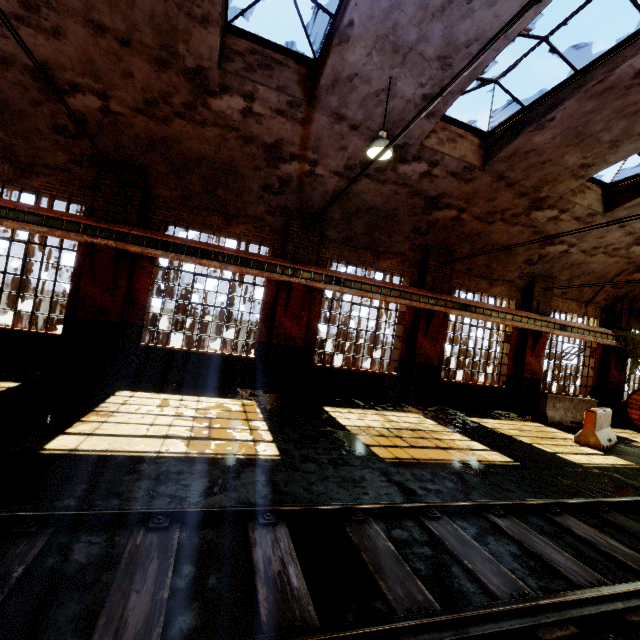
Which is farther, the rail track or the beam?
the beam

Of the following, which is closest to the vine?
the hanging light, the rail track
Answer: the rail track

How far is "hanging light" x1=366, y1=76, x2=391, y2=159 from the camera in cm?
635

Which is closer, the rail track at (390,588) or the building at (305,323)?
the rail track at (390,588)

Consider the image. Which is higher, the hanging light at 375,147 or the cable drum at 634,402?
the hanging light at 375,147

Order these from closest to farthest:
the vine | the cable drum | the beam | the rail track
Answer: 1. the rail track
2. the beam
3. the cable drum
4. the vine

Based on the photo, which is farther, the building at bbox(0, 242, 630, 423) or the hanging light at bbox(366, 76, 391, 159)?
the building at bbox(0, 242, 630, 423)

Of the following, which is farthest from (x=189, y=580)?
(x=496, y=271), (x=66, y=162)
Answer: (x=496, y=271)
